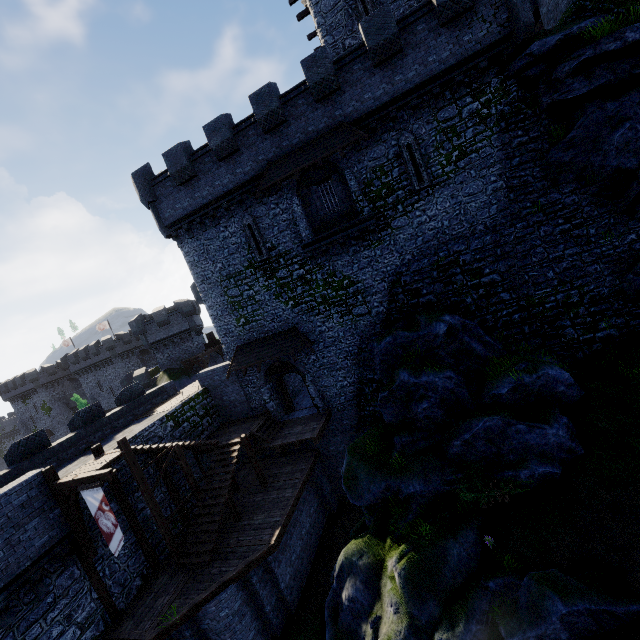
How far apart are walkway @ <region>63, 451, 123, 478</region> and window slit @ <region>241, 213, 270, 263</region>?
11.30m

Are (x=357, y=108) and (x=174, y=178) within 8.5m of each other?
no

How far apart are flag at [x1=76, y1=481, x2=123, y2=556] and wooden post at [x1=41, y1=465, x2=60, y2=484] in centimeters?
165cm

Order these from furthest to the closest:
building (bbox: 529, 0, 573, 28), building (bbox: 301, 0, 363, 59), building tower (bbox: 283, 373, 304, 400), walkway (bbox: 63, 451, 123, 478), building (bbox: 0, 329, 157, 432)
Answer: building (bbox: 0, 329, 157, 432) → building tower (bbox: 283, 373, 304, 400) → building (bbox: 301, 0, 363, 59) → building (bbox: 529, 0, 573, 28) → walkway (bbox: 63, 451, 123, 478)

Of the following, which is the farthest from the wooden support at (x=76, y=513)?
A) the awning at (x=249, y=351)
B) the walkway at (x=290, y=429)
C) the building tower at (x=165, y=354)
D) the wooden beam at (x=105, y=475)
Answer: the building tower at (x=165, y=354)

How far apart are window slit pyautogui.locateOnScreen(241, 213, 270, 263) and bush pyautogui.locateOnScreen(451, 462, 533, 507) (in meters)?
13.95

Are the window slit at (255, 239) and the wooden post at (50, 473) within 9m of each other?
no

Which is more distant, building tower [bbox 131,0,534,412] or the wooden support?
building tower [bbox 131,0,534,412]
